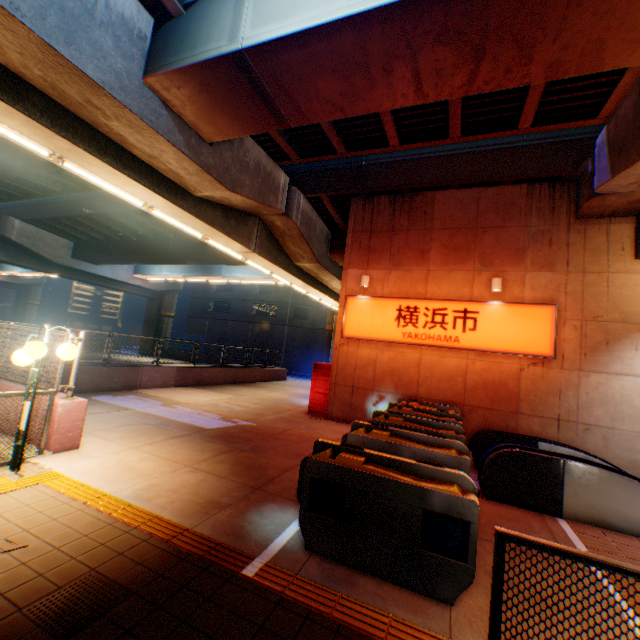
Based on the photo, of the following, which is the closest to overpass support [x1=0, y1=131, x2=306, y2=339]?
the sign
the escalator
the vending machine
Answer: the sign

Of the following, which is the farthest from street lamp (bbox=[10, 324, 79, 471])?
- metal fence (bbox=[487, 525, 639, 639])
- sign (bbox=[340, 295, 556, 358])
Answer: sign (bbox=[340, 295, 556, 358])

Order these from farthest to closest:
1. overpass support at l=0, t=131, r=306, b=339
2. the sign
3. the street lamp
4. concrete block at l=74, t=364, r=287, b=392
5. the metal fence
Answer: overpass support at l=0, t=131, r=306, b=339 → concrete block at l=74, t=364, r=287, b=392 → the sign → the street lamp → the metal fence

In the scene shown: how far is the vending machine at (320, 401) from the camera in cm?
1244

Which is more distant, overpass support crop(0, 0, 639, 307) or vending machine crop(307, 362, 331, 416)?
vending machine crop(307, 362, 331, 416)

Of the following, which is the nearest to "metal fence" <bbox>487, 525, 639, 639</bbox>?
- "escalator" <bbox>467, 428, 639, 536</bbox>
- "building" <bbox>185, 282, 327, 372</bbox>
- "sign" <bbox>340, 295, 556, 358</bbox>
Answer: "escalator" <bbox>467, 428, 639, 536</bbox>

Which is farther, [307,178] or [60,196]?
[60,196]

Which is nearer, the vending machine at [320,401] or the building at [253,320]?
the vending machine at [320,401]
